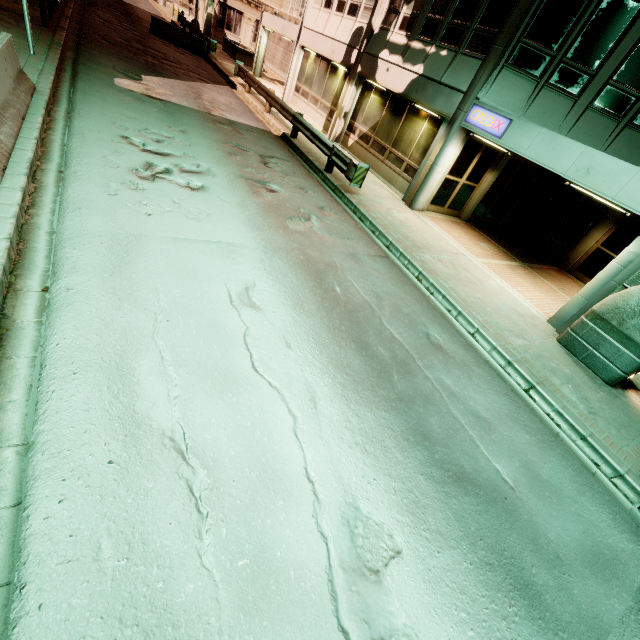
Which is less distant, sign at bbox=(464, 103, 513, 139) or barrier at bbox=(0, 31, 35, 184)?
barrier at bbox=(0, 31, 35, 184)

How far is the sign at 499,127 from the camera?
9.3 meters

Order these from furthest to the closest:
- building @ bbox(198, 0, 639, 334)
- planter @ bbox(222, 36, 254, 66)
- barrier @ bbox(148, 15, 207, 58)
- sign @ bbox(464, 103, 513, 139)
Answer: planter @ bbox(222, 36, 254, 66), barrier @ bbox(148, 15, 207, 58), sign @ bbox(464, 103, 513, 139), building @ bbox(198, 0, 639, 334)

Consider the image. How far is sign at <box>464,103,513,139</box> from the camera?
9.3 meters

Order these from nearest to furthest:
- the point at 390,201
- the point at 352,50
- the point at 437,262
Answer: the point at 437,262 → the point at 390,201 → the point at 352,50

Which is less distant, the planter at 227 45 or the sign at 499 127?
the sign at 499 127

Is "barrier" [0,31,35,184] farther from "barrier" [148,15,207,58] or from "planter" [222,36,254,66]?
"planter" [222,36,254,66]

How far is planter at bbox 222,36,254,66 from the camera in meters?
27.2 m
